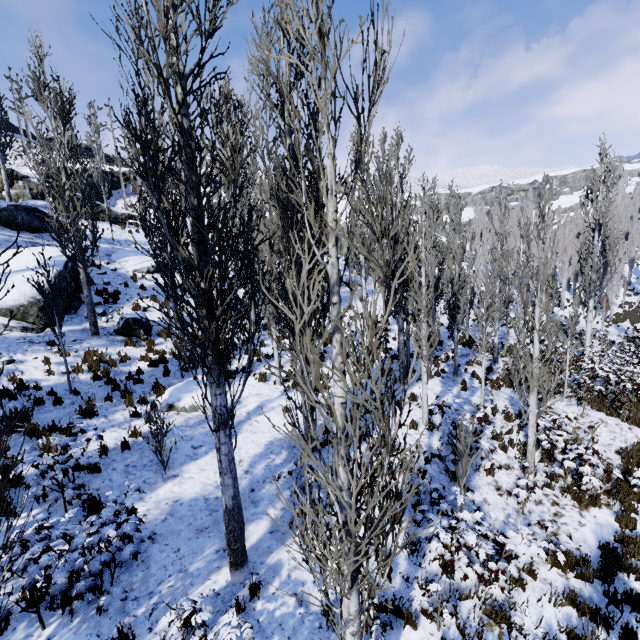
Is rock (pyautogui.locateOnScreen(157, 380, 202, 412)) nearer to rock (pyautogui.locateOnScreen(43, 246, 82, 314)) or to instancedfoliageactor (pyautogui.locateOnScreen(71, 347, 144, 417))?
instancedfoliageactor (pyautogui.locateOnScreen(71, 347, 144, 417))

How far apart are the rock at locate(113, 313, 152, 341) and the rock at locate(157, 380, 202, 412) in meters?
3.4

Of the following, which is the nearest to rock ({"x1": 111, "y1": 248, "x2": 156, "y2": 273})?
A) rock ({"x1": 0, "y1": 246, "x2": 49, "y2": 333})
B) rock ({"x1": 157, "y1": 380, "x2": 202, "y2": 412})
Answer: rock ({"x1": 0, "y1": 246, "x2": 49, "y2": 333})

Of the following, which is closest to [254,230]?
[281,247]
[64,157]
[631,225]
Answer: [281,247]

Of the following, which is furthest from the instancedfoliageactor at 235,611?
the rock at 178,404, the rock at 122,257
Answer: the rock at 178,404

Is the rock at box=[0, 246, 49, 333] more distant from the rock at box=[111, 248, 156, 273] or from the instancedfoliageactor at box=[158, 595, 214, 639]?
the rock at box=[111, 248, 156, 273]

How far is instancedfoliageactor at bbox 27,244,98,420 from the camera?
8.5m

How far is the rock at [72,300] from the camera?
12.9m
